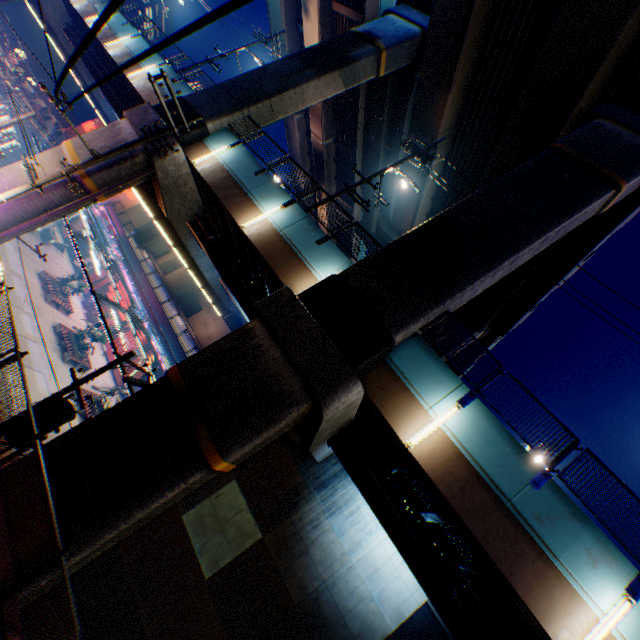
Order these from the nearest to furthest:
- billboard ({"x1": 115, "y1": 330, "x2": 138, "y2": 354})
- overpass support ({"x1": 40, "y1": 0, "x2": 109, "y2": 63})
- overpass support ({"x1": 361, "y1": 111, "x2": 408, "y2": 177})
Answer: overpass support ({"x1": 361, "y1": 111, "x2": 408, "y2": 177}) < overpass support ({"x1": 40, "y1": 0, "x2": 109, "y2": 63}) < billboard ({"x1": 115, "y1": 330, "x2": 138, "y2": 354})

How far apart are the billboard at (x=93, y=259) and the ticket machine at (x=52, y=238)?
4.0m

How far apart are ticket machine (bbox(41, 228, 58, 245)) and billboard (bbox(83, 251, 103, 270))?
4.00m

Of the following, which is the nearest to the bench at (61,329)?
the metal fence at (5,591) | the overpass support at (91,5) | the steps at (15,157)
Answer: the metal fence at (5,591)

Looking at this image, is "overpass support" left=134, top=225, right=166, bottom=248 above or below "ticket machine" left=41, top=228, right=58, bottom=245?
above

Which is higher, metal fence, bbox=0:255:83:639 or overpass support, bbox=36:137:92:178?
overpass support, bbox=36:137:92:178

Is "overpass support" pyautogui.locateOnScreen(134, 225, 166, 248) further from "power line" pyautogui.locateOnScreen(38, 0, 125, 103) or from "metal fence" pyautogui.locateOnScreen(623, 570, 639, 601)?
"power line" pyautogui.locateOnScreen(38, 0, 125, 103)

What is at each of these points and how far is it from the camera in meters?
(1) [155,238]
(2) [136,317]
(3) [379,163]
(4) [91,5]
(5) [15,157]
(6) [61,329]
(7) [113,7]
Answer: (1) overpass support, 54.4 m
(2) canopy, 24.7 m
(3) overpass support, 25.7 m
(4) overpass support, 25.0 m
(5) steps, 35.4 m
(6) bench, 27.4 m
(7) power line, 1.7 m
